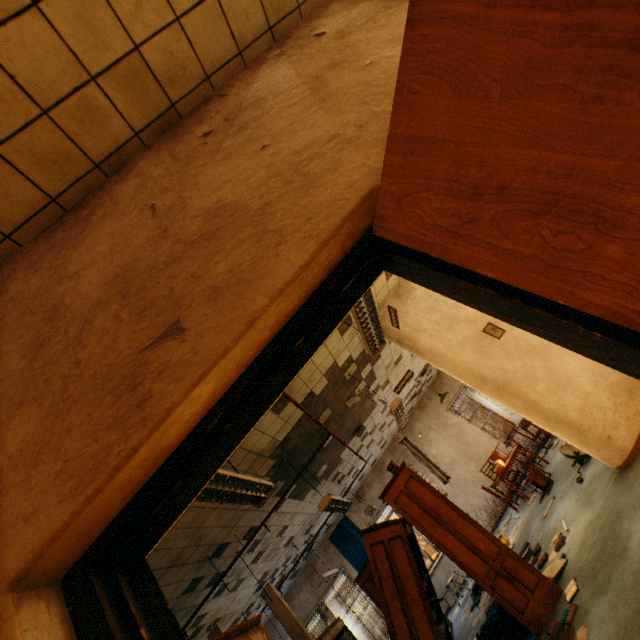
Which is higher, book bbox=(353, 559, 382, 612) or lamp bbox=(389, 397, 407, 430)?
lamp bbox=(389, 397, 407, 430)

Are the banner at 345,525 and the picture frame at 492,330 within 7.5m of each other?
no

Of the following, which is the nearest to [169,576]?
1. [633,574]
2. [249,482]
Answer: [249,482]

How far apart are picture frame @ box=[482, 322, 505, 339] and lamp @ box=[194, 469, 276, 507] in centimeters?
410cm

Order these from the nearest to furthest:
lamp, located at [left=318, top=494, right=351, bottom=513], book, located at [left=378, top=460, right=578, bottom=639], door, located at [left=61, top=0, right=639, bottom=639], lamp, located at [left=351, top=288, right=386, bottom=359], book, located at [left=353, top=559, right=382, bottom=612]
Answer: door, located at [left=61, top=0, right=639, bottom=639] < lamp, located at [left=351, top=288, right=386, bottom=359] < book, located at [left=378, top=460, right=578, bottom=639] < lamp, located at [left=318, top=494, right=351, bottom=513] < book, located at [left=353, top=559, right=382, bottom=612]

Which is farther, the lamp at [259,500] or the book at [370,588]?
the book at [370,588]

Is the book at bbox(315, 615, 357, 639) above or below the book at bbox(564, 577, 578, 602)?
above

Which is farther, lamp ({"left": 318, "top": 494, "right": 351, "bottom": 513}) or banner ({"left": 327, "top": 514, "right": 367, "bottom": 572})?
banner ({"left": 327, "top": 514, "right": 367, "bottom": 572})
